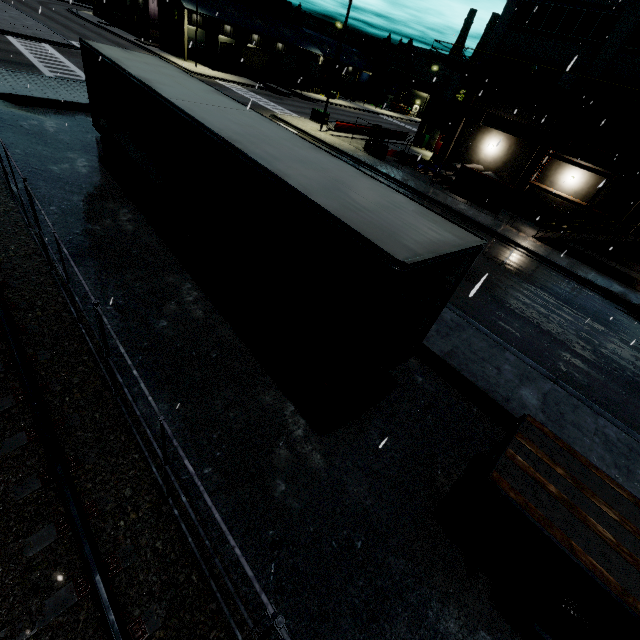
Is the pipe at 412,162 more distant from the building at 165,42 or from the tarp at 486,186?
the tarp at 486,186

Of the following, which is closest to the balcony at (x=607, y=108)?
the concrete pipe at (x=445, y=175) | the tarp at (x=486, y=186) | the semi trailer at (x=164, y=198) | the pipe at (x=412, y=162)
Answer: the tarp at (x=486, y=186)

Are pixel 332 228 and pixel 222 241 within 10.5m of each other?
yes

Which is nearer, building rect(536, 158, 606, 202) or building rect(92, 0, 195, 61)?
building rect(536, 158, 606, 202)

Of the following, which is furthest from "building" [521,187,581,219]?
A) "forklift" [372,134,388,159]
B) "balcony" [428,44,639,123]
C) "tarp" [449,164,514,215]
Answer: "forklift" [372,134,388,159]

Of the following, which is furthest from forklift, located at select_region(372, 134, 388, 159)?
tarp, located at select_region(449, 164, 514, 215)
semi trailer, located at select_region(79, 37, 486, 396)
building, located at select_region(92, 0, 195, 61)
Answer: semi trailer, located at select_region(79, 37, 486, 396)

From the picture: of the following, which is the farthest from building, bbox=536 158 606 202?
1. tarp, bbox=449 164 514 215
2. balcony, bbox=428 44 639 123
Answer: tarp, bbox=449 164 514 215
